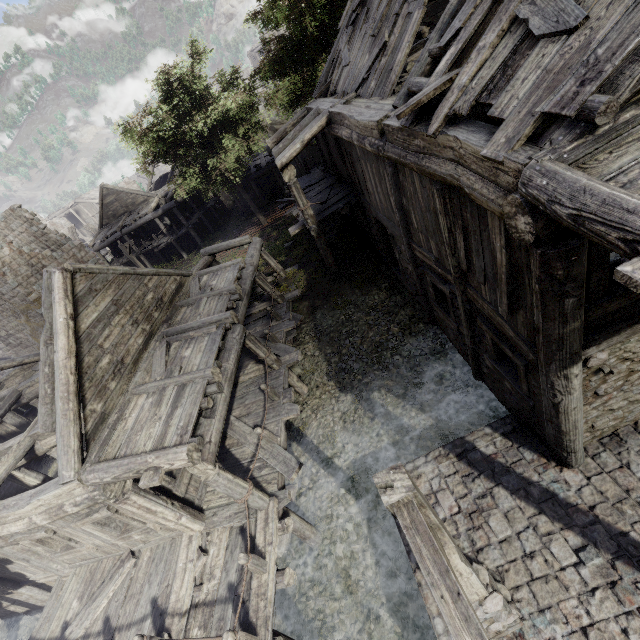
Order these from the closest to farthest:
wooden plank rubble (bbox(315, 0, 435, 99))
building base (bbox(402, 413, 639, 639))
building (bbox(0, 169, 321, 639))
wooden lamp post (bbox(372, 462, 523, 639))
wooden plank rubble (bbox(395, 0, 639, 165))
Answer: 1. wooden lamp post (bbox(372, 462, 523, 639))
2. wooden plank rubble (bbox(395, 0, 639, 165))
3. building base (bbox(402, 413, 639, 639))
4. building (bbox(0, 169, 321, 639))
5. wooden plank rubble (bbox(315, 0, 435, 99))

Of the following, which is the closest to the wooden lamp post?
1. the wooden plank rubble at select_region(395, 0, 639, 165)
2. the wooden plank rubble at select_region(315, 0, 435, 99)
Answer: the wooden plank rubble at select_region(395, 0, 639, 165)

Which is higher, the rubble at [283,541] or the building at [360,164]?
the building at [360,164]

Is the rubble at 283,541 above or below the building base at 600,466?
below

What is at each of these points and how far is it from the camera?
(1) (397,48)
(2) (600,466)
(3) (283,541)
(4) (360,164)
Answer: (1) wooden plank rubble, 8.52m
(2) building base, 5.99m
(3) rubble, 8.95m
(4) building, 10.08m

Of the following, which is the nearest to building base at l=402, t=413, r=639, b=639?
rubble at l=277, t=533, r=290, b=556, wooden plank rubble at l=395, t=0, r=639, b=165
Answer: rubble at l=277, t=533, r=290, b=556

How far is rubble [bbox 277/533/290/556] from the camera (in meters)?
8.81

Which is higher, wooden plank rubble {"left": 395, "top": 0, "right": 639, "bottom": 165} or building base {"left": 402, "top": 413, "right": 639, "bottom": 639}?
wooden plank rubble {"left": 395, "top": 0, "right": 639, "bottom": 165}
